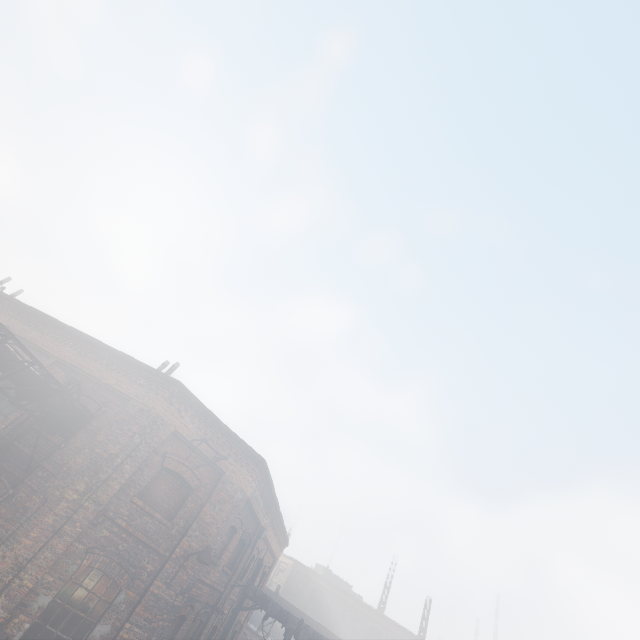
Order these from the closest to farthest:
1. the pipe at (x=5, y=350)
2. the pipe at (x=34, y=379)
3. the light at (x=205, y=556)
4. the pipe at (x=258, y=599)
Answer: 1. the pipe at (x=5, y=350)
2. the pipe at (x=34, y=379)
3. the light at (x=205, y=556)
4. the pipe at (x=258, y=599)

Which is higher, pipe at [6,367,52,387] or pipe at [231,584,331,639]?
pipe at [6,367,52,387]

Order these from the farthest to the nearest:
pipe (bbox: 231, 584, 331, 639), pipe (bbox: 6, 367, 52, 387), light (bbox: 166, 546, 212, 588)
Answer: pipe (bbox: 231, 584, 331, 639), light (bbox: 166, 546, 212, 588), pipe (bbox: 6, 367, 52, 387)

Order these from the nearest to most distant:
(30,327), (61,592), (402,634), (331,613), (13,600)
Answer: (13,600) < (61,592) < (30,327) < (402,634) < (331,613)

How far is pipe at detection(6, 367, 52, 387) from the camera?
8.1 meters

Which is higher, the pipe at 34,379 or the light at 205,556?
the pipe at 34,379

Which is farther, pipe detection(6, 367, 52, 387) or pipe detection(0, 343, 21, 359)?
pipe detection(6, 367, 52, 387)

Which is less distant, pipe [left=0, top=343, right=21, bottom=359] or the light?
pipe [left=0, top=343, right=21, bottom=359]
